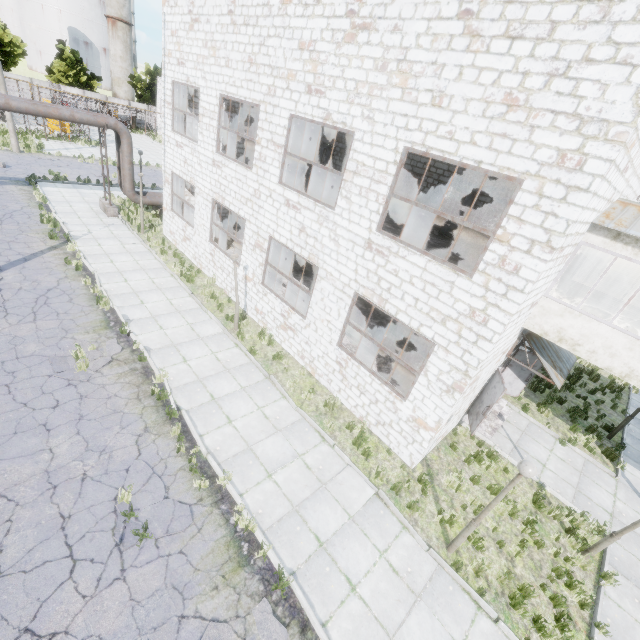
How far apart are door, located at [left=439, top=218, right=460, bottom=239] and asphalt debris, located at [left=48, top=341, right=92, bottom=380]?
15.09m

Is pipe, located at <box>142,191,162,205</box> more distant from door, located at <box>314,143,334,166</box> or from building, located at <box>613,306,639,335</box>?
building, located at <box>613,306,639,335</box>

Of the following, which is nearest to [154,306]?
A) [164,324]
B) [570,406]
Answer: [164,324]

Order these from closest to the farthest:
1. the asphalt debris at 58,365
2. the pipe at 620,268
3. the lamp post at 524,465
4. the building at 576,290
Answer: the lamp post at 524,465 < the asphalt debris at 58,365 < the building at 576,290 < the pipe at 620,268

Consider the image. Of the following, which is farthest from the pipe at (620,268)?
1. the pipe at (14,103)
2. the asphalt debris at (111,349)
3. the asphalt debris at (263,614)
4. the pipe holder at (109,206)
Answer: the pipe holder at (109,206)

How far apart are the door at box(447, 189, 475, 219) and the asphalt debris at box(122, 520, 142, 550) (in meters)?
15.40

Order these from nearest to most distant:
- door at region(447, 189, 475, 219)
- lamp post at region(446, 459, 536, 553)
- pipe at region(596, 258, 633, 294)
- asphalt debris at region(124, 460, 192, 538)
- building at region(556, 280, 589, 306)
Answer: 1. lamp post at region(446, 459, 536, 553)
2. asphalt debris at region(124, 460, 192, 538)
3. building at region(556, 280, 589, 306)
4. pipe at region(596, 258, 633, 294)
5. door at region(447, 189, 475, 219)

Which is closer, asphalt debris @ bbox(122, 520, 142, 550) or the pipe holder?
asphalt debris @ bbox(122, 520, 142, 550)
